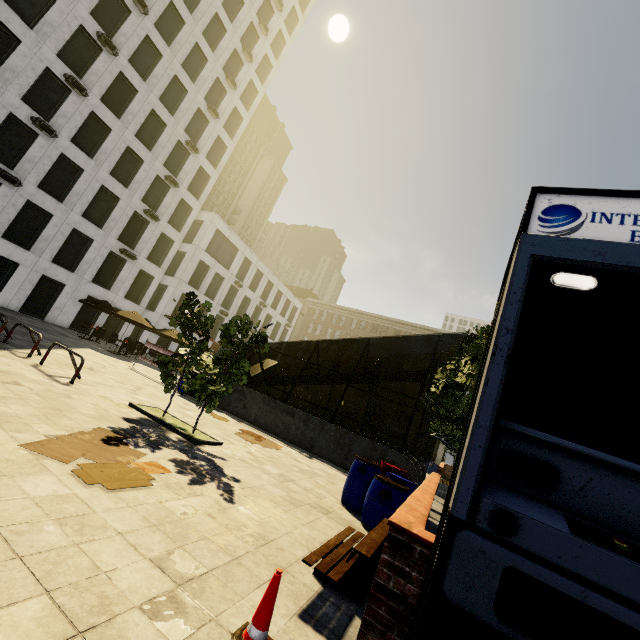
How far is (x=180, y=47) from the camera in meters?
27.4

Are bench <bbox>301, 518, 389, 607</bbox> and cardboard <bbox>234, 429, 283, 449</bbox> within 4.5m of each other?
no

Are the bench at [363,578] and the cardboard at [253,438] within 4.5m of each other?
no

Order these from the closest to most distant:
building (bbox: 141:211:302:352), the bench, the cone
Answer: the cone
the bench
building (bbox: 141:211:302:352)

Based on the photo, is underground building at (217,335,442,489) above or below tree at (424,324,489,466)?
below

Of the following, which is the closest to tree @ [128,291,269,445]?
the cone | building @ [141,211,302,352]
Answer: the cone

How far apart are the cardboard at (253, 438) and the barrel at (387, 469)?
4.05m

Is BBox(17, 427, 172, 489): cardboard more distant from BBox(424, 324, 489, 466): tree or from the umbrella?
the umbrella
